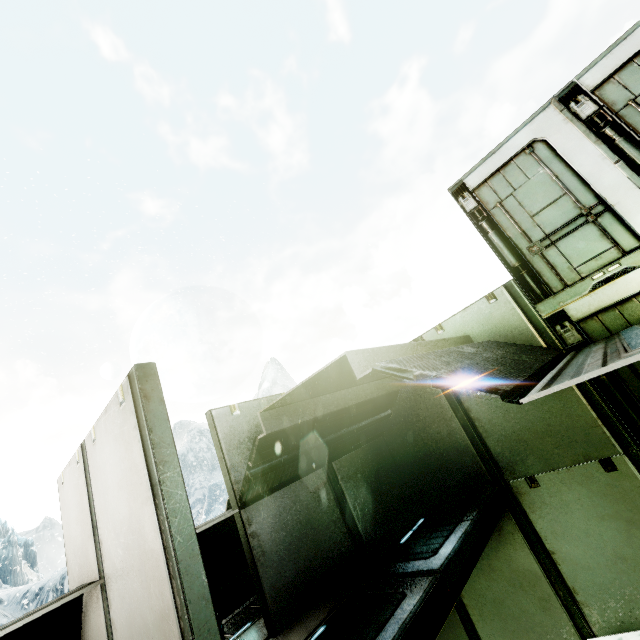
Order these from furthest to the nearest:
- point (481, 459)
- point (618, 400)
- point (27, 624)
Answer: point (481, 459), point (618, 400), point (27, 624)
